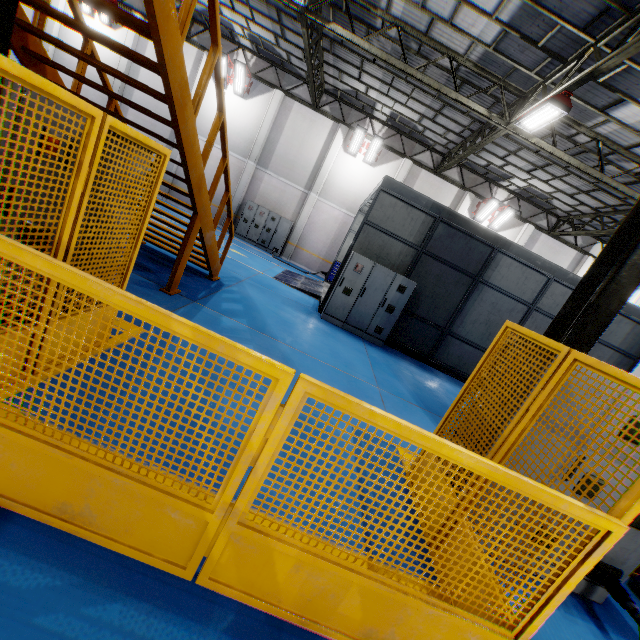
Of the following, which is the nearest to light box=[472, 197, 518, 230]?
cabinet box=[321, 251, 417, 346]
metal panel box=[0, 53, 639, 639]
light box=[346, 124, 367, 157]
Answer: light box=[346, 124, 367, 157]

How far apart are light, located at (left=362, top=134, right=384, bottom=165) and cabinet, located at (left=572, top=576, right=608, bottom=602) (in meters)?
16.33

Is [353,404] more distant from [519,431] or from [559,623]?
[559,623]

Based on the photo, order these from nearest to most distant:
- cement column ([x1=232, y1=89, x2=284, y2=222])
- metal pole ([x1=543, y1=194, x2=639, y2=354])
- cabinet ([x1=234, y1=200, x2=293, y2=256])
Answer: metal pole ([x1=543, y1=194, x2=639, y2=354]), cement column ([x1=232, y1=89, x2=284, y2=222]), cabinet ([x1=234, y1=200, x2=293, y2=256])

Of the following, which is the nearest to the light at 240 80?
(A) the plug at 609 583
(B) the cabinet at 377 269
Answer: (B) the cabinet at 377 269

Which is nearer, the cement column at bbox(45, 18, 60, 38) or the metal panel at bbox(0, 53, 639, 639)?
the metal panel at bbox(0, 53, 639, 639)

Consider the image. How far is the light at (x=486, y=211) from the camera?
17.30m

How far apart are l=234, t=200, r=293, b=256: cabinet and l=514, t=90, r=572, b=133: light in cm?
1143
